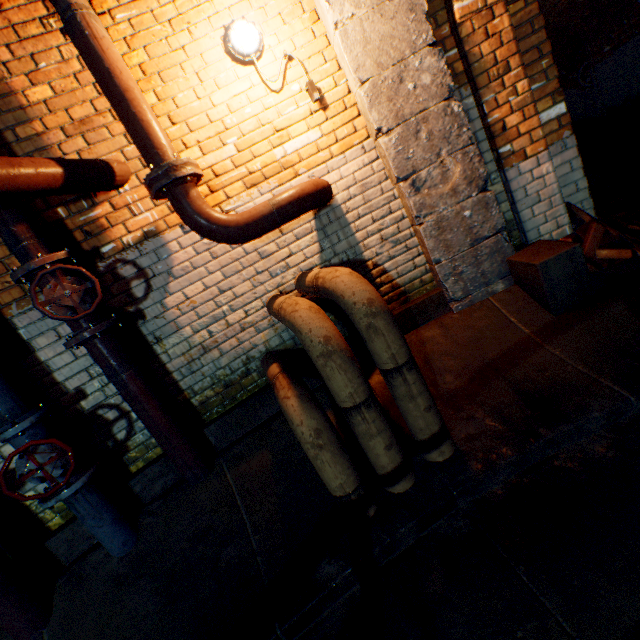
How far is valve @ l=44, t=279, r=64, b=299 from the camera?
1.9m

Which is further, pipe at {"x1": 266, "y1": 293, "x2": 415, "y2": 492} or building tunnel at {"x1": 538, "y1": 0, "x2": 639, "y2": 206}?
building tunnel at {"x1": 538, "y1": 0, "x2": 639, "y2": 206}

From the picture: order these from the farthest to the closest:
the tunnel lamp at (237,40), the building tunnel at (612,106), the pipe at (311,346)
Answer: the building tunnel at (612,106)
the tunnel lamp at (237,40)
the pipe at (311,346)

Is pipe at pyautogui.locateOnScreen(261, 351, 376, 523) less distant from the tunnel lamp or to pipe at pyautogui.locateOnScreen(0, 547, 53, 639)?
pipe at pyautogui.locateOnScreen(0, 547, 53, 639)

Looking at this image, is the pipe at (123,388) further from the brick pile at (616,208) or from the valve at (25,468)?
the brick pile at (616,208)

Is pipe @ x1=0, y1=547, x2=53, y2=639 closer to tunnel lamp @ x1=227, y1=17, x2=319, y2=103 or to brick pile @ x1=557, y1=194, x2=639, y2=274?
tunnel lamp @ x1=227, y1=17, x2=319, y2=103

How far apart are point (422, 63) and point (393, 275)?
1.6 meters

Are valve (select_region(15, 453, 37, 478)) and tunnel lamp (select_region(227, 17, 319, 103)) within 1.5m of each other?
no
